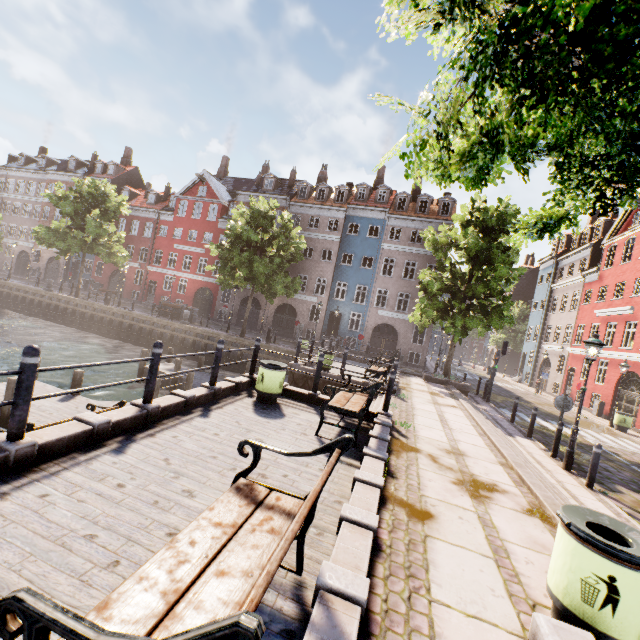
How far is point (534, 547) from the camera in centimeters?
412cm

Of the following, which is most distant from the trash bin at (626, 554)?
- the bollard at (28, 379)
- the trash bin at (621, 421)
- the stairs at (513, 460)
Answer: the trash bin at (621, 421)

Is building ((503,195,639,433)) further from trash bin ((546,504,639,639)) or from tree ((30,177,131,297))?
trash bin ((546,504,639,639))

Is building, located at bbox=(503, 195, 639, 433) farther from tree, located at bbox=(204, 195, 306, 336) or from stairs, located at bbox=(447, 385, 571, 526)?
stairs, located at bbox=(447, 385, 571, 526)

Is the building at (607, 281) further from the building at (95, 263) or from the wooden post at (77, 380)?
the wooden post at (77, 380)

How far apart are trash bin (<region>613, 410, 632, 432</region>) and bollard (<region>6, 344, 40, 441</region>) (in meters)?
24.16

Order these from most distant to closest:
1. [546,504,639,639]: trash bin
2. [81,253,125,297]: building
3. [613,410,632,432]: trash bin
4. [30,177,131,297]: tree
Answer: [81,253,125,297]: building, [30,177,131,297]: tree, [613,410,632,432]: trash bin, [546,504,639,639]: trash bin

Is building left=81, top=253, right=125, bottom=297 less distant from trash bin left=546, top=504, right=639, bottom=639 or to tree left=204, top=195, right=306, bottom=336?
tree left=204, top=195, right=306, bottom=336
